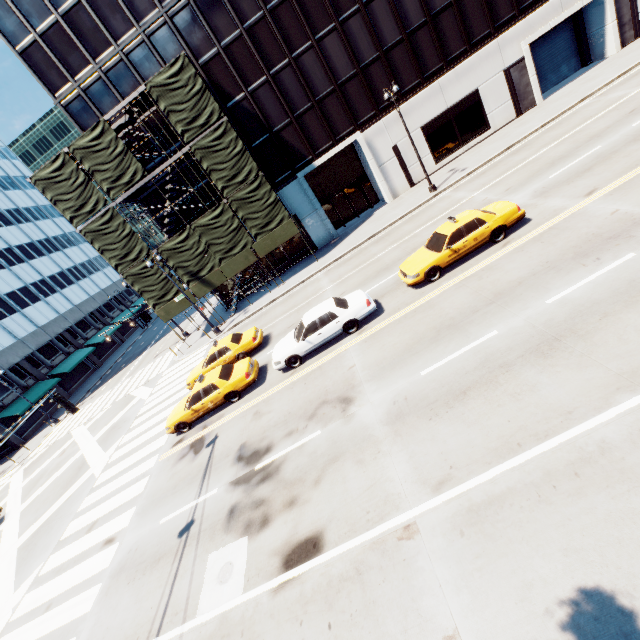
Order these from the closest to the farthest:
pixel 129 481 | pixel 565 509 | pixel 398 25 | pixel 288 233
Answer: pixel 565 509 < pixel 129 481 < pixel 398 25 < pixel 288 233

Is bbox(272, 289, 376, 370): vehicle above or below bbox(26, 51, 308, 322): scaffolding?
below

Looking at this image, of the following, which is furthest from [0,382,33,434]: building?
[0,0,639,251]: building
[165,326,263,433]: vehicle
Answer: [165,326,263,433]: vehicle

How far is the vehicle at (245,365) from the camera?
14.6 meters

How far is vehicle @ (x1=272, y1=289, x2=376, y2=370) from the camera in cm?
1348

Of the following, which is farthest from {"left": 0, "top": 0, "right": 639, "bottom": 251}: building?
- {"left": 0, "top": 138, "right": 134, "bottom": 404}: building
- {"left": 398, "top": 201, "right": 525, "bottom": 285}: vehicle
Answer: {"left": 0, "top": 138, "right": 134, "bottom": 404}: building

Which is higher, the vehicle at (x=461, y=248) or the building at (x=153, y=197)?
the building at (x=153, y=197)

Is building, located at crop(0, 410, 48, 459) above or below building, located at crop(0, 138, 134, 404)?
below
